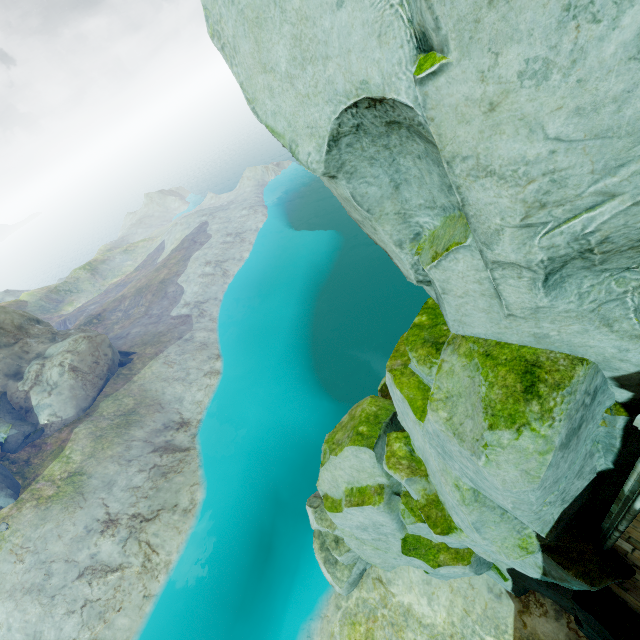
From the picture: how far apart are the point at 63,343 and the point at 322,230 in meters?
32.1 m

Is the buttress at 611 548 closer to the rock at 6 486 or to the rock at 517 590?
the rock at 517 590

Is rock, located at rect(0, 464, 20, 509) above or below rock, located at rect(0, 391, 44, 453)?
below

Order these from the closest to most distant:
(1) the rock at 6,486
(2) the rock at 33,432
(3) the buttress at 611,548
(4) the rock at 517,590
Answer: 1. (4) the rock at 517,590
2. (3) the buttress at 611,548
3. (1) the rock at 6,486
4. (2) the rock at 33,432

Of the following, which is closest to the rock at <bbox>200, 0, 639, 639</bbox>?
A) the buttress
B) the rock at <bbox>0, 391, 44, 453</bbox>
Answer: the buttress

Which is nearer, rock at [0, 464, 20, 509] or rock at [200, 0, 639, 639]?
rock at [200, 0, 639, 639]

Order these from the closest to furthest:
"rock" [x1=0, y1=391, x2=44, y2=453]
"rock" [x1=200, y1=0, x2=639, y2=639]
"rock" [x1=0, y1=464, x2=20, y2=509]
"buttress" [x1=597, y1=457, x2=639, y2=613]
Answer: "rock" [x1=200, y1=0, x2=639, y2=639] → "buttress" [x1=597, y1=457, x2=639, y2=613] → "rock" [x1=0, y1=464, x2=20, y2=509] → "rock" [x1=0, y1=391, x2=44, y2=453]

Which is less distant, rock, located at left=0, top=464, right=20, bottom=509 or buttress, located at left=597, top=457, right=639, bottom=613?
buttress, located at left=597, top=457, right=639, bottom=613
